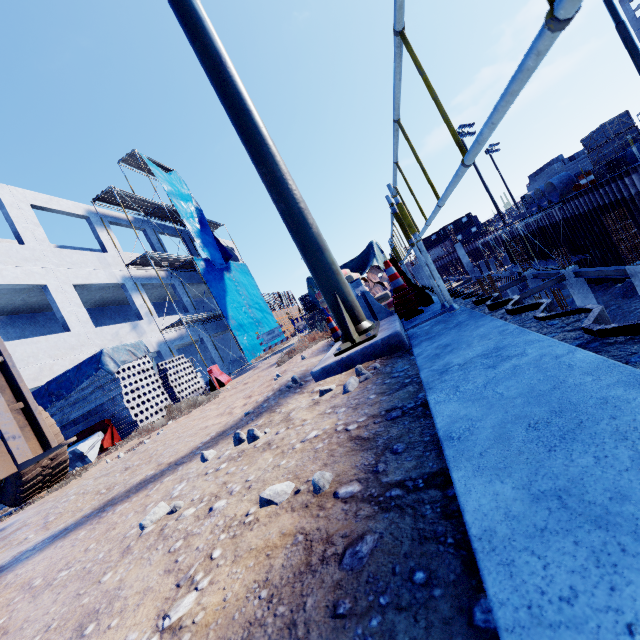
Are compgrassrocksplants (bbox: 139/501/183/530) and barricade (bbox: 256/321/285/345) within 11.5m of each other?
no

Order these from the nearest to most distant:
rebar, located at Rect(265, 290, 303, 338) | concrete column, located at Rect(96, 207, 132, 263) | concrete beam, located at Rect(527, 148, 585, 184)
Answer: concrete column, located at Rect(96, 207, 132, 263), concrete beam, located at Rect(527, 148, 585, 184), rebar, located at Rect(265, 290, 303, 338)

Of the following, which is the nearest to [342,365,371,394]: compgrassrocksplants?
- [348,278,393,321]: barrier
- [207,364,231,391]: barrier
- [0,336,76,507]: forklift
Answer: [348,278,393,321]: barrier

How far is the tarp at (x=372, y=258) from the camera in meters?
9.0 m

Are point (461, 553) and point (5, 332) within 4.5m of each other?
no

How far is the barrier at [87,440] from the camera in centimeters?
805cm

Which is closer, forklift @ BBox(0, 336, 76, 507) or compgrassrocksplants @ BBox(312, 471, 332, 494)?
compgrassrocksplants @ BBox(312, 471, 332, 494)

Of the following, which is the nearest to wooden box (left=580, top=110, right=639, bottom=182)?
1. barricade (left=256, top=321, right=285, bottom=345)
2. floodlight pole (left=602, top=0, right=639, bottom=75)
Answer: floodlight pole (left=602, top=0, right=639, bottom=75)
